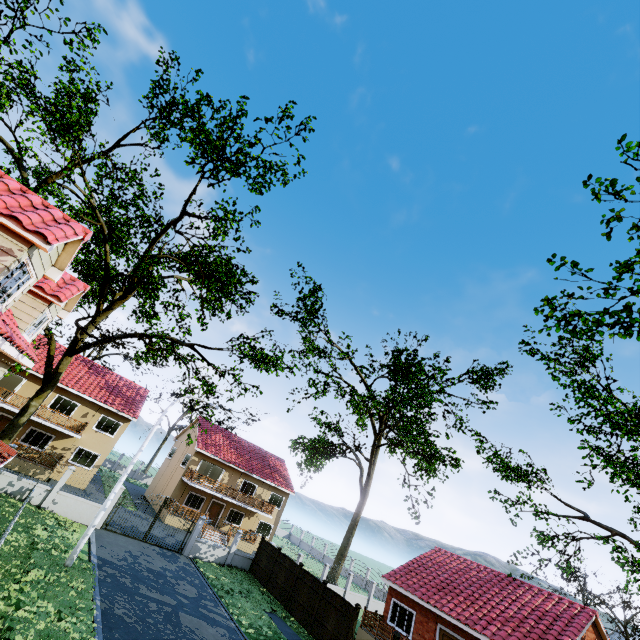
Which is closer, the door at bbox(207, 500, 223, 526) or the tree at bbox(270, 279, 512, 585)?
the tree at bbox(270, 279, 512, 585)

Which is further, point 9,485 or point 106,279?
point 106,279

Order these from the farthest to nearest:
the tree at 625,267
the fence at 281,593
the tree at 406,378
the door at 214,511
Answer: the door at 214,511, the tree at 406,378, the fence at 281,593, the tree at 625,267

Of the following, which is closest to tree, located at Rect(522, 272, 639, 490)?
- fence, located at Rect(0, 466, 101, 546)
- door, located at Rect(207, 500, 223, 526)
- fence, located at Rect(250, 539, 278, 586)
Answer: fence, located at Rect(0, 466, 101, 546)

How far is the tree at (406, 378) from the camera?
29.1 meters

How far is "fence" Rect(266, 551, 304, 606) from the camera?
21.3 meters

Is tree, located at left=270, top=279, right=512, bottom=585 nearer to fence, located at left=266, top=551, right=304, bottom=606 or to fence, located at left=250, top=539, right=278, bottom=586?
fence, located at left=266, top=551, right=304, bottom=606
